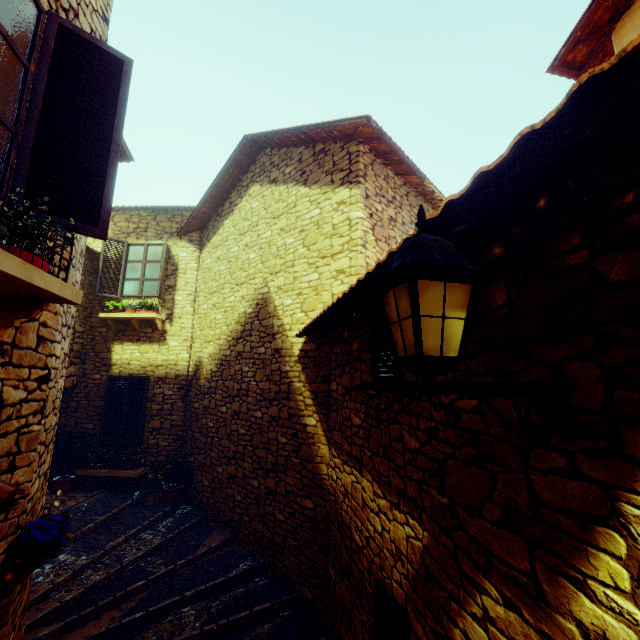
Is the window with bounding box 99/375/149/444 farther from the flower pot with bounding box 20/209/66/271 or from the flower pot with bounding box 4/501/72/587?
the flower pot with bounding box 20/209/66/271

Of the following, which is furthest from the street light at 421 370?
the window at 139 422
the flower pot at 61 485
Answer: the flower pot at 61 485

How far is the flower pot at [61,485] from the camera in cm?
745

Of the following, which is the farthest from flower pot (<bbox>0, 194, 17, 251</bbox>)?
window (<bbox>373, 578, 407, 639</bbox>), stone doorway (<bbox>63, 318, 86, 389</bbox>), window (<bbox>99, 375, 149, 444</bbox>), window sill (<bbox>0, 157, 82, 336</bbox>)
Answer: window (<bbox>99, 375, 149, 444</bbox>)

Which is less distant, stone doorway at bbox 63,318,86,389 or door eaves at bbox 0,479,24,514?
door eaves at bbox 0,479,24,514

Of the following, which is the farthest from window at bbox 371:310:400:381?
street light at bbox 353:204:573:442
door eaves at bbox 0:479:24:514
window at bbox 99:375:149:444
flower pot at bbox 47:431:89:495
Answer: flower pot at bbox 47:431:89:495

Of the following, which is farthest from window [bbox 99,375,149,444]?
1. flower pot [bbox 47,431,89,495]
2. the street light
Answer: the street light

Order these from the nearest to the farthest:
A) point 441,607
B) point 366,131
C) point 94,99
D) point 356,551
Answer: point 441,607 → point 94,99 → point 356,551 → point 366,131
